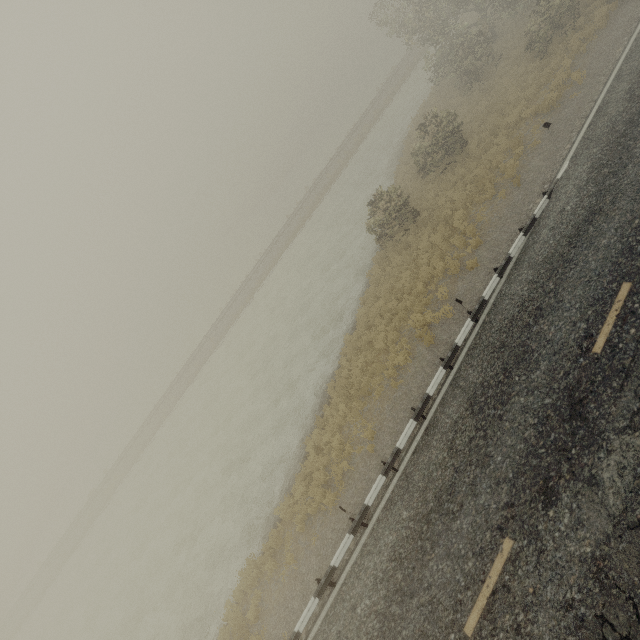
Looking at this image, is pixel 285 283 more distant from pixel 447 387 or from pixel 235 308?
pixel 447 387
